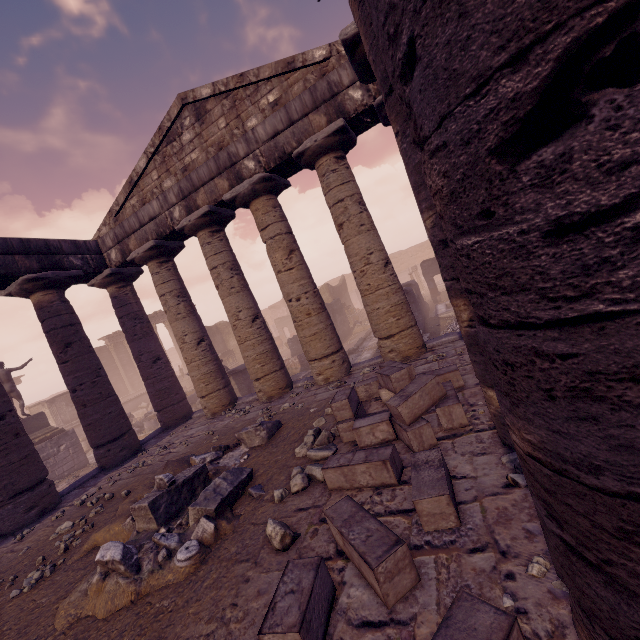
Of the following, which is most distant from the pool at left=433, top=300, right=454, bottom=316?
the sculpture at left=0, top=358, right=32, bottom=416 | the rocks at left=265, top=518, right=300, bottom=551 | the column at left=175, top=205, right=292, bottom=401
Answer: the sculpture at left=0, top=358, right=32, bottom=416

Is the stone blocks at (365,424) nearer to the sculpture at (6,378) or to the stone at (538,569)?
the stone at (538,569)

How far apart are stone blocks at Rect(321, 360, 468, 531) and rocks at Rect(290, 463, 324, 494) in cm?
51

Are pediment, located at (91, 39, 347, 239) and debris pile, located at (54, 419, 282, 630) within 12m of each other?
yes

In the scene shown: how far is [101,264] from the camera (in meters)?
10.08

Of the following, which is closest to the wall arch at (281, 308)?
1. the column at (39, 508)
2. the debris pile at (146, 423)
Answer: the debris pile at (146, 423)

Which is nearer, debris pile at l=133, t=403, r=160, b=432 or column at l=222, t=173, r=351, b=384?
column at l=222, t=173, r=351, b=384

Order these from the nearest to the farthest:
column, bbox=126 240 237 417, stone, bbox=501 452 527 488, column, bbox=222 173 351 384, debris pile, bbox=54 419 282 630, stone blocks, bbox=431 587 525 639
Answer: stone blocks, bbox=431 587 525 639
stone, bbox=501 452 527 488
debris pile, bbox=54 419 282 630
column, bbox=222 173 351 384
column, bbox=126 240 237 417
